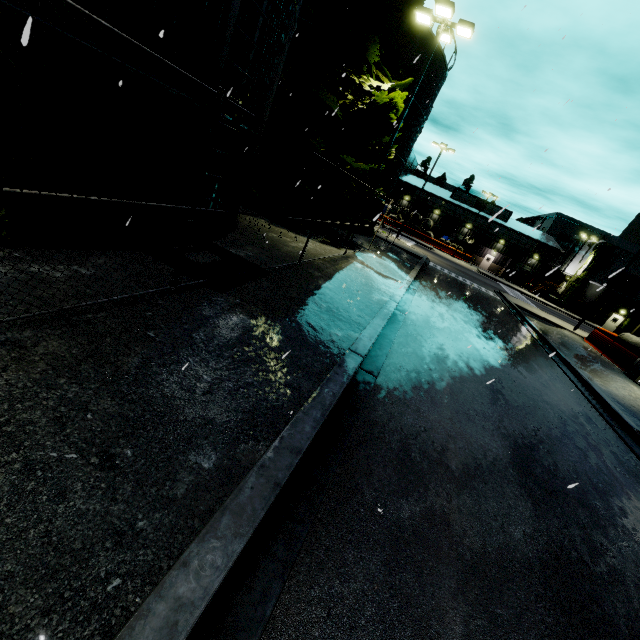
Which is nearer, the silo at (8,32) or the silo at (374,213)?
the silo at (8,32)

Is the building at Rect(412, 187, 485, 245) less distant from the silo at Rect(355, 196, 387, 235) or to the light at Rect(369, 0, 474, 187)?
the silo at Rect(355, 196, 387, 235)

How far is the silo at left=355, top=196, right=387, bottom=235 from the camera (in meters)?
23.91

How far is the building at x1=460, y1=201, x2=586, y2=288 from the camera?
53.0 meters

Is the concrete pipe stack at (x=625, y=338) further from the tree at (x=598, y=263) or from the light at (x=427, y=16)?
the light at (x=427, y=16)

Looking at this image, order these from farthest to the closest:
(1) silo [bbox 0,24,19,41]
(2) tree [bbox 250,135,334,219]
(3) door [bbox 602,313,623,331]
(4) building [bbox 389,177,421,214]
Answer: (4) building [bbox 389,177,421,214] < (3) door [bbox 602,313,623,331] < (2) tree [bbox 250,135,334,219] < (1) silo [bbox 0,24,19,41]

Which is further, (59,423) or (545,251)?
(545,251)
